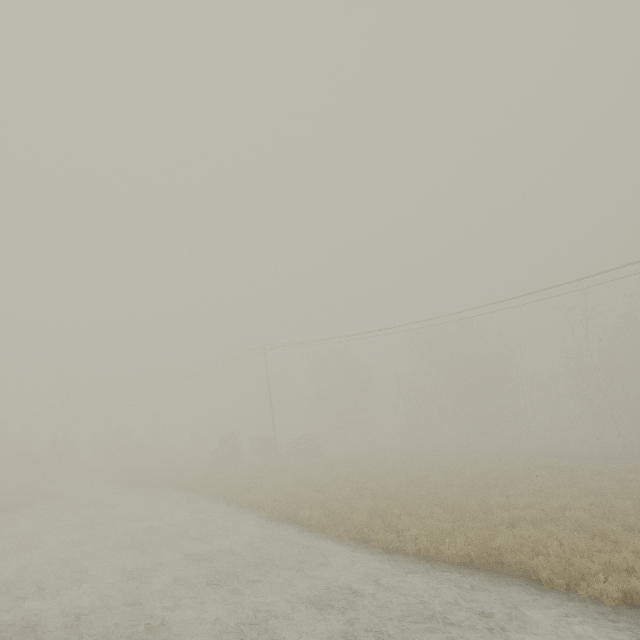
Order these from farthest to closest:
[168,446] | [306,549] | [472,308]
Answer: [168,446] < [472,308] < [306,549]
